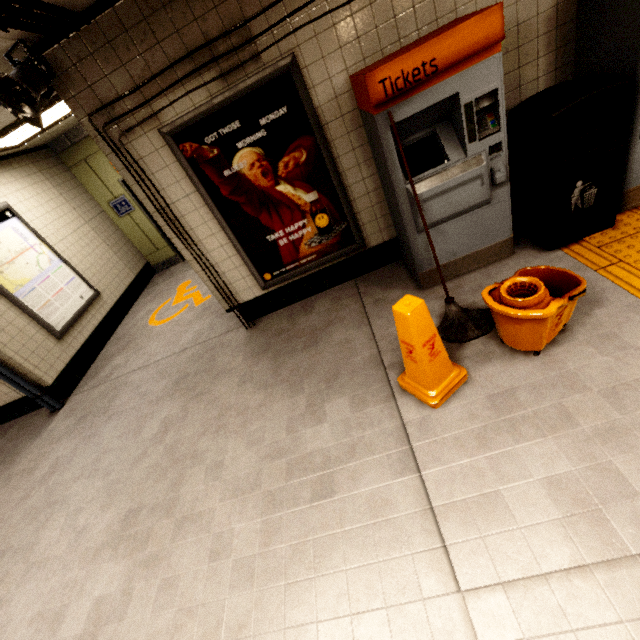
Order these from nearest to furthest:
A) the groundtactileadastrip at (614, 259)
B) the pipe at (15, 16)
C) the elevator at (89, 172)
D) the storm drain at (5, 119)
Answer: the pipe at (15, 16), the groundtactileadastrip at (614, 259), the storm drain at (5, 119), the elevator at (89, 172)

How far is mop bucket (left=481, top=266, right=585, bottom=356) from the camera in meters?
1.9 m

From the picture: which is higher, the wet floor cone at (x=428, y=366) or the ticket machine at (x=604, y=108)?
the ticket machine at (x=604, y=108)

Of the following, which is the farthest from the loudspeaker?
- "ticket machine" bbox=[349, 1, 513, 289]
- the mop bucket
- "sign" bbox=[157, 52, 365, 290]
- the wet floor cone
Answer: the mop bucket

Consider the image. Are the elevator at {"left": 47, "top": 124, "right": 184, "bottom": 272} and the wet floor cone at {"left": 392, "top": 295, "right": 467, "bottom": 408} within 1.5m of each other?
no

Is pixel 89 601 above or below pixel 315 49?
below

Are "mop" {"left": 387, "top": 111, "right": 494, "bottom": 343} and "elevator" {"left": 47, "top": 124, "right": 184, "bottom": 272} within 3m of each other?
no

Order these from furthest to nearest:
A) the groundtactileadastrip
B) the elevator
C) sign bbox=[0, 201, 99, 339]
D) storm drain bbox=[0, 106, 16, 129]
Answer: the elevator
sign bbox=[0, 201, 99, 339]
storm drain bbox=[0, 106, 16, 129]
the groundtactileadastrip
